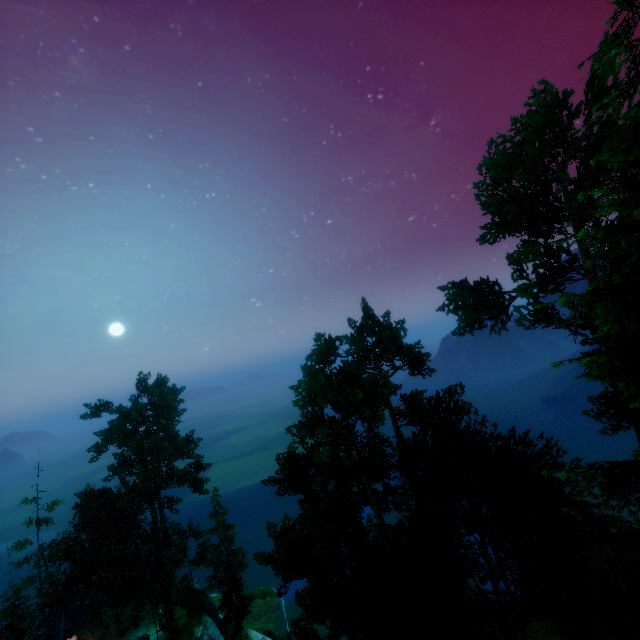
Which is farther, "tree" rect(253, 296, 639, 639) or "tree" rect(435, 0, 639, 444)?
"tree" rect(253, 296, 639, 639)

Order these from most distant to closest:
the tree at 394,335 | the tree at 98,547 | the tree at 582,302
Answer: the tree at 98,547 < the tree at 394,335 < the tree at 582,302

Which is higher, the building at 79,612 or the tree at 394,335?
the tree at 394,335

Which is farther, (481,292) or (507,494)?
(481,292)

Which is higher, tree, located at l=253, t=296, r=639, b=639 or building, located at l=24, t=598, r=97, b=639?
tree, located at l=253, t=296, r=639, b=639

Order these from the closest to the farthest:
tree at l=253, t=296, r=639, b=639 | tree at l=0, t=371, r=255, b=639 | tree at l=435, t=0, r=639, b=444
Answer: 1. tree at l=435, t=0, r=639, b=444
2. tree at l=253, t=296, r=639, b=639
3. tree at l=0, t=371, r=255, b=639
